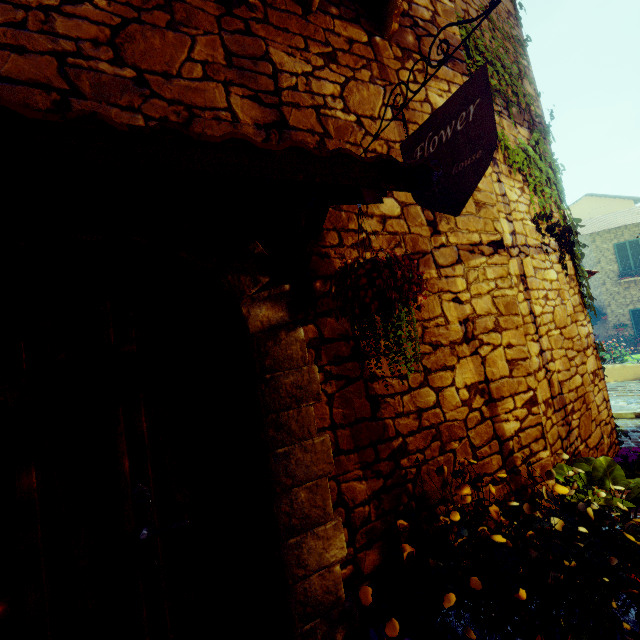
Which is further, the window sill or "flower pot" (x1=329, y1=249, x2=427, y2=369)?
the window sill

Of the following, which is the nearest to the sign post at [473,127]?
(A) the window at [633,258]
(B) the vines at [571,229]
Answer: (B) the vines at [571,229]

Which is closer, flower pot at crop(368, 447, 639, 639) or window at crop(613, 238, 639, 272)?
flower pot at crop(368, 447, 639, 639)

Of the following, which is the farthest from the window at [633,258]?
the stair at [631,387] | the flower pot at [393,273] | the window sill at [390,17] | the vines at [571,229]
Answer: the flower pot at [393,273]

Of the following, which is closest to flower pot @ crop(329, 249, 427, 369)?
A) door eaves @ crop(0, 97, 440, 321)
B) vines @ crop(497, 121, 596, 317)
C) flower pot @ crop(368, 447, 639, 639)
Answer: door eaves @ crop(0, 97, 440, 321)

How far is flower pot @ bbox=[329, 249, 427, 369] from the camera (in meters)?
1.13

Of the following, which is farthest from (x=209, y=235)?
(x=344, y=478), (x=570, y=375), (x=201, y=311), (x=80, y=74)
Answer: (x=570, y=375)

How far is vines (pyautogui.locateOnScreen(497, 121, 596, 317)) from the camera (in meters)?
3.58
